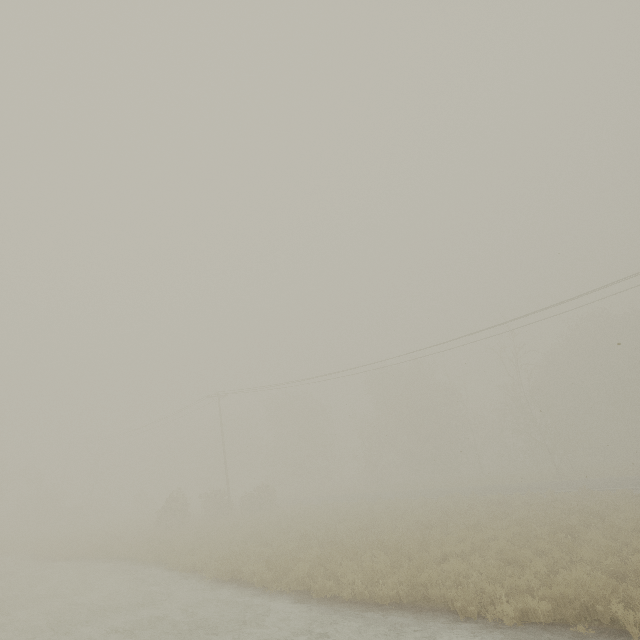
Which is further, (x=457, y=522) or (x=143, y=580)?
(x=457, y=522)
